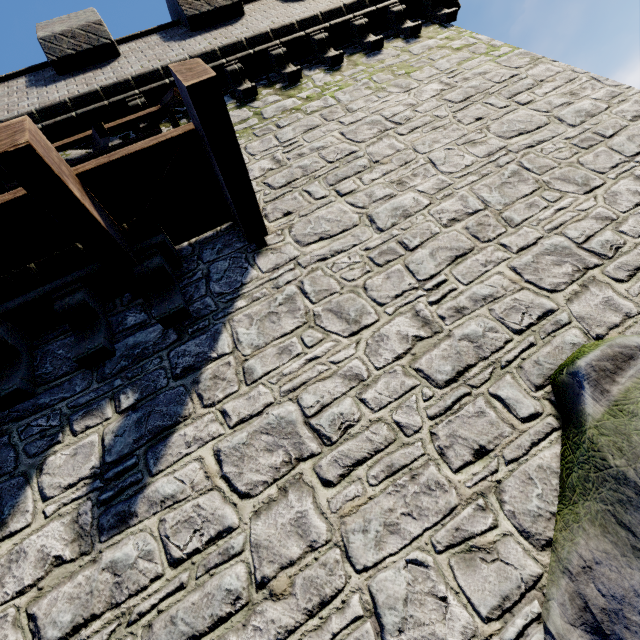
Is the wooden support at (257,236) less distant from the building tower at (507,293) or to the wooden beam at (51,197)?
the building tower at (507,293)

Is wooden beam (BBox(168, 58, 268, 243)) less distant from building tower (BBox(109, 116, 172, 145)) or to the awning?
building tower (BBox(109, 116, 172, 145))

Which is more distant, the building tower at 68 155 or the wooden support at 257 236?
the building tower at 68 155

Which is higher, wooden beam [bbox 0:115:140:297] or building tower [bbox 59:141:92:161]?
building tower [bbox 59:141:92:161]

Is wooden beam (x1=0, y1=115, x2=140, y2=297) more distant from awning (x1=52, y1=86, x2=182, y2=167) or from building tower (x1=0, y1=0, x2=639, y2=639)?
awning (x1=52, y1=86, x2=182, y2=167)

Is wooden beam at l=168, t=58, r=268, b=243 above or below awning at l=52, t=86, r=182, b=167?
below

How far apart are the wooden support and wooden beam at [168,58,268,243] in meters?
0.0

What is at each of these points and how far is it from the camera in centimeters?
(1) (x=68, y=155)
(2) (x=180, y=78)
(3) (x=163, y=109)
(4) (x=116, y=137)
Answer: (1) building tower, 572cm
(2) wooden beam, 271cm
(3) awning, 539cm
(4) building tower, 607cm
